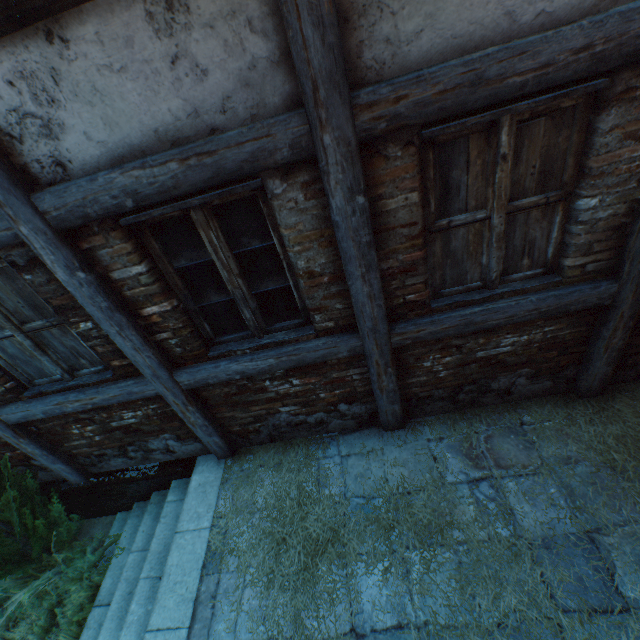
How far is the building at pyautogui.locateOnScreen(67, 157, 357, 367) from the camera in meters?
2.1 m

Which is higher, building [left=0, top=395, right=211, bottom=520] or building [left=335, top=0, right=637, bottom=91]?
building [left=335, top=0, right=637, bottom=91]

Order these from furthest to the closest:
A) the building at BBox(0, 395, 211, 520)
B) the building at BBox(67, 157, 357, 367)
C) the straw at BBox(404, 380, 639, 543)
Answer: the building at BBox(0, 395, 211, 520)
the straw at BBox(404, 380, 639, 543)
the building at BBox(67, 157, 357, 367)

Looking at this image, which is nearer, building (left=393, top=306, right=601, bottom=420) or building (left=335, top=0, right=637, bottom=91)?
building (left=335, top=0, right=637, bottom=91)

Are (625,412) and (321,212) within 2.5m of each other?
no

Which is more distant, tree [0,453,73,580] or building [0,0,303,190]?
tree [0,453,73,580]

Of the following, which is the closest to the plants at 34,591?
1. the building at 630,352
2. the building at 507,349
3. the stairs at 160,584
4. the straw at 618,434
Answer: the stairs at 160,584

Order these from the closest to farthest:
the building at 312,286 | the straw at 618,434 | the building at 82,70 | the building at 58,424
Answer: the building at 82,70, the building at 312,286, the straw at 618,434, the building at 58,424
